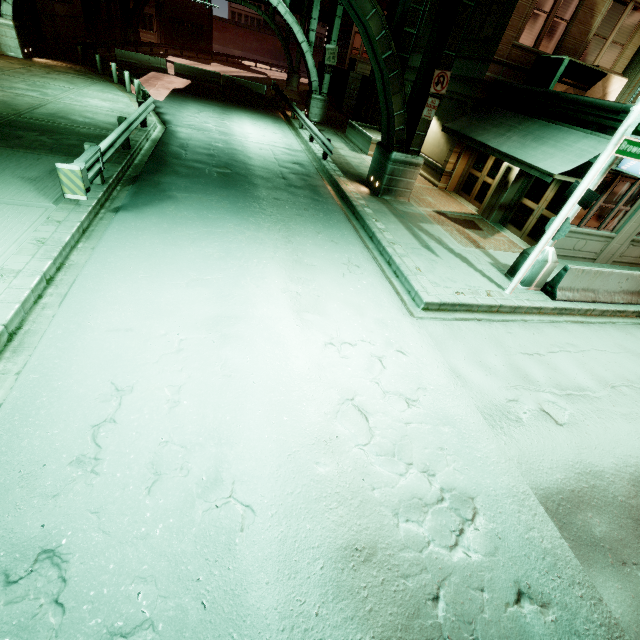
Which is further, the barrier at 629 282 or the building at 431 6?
the building at 431 6

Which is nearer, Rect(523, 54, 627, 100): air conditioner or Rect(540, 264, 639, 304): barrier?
Rect(540, 264, 639, 304): barrier

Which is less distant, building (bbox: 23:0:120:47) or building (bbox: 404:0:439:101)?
building (bbox: 404:0:439:101)

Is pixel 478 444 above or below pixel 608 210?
below

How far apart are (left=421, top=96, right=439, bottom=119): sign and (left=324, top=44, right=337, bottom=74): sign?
15.9 meters

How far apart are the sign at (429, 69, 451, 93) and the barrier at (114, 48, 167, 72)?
28.61m

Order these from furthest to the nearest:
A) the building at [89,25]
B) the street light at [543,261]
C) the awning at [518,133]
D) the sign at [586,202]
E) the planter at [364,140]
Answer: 1. the building at [89,25]
2. the planter at [364,140]
3. the awning at [518,133]
4. the street light at [543,261]
5. the sign at [586,202]

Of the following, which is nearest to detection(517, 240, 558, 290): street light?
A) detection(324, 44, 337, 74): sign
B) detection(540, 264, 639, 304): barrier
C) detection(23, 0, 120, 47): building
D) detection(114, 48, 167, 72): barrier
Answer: detection(540, 264, 639, 304): barrier
